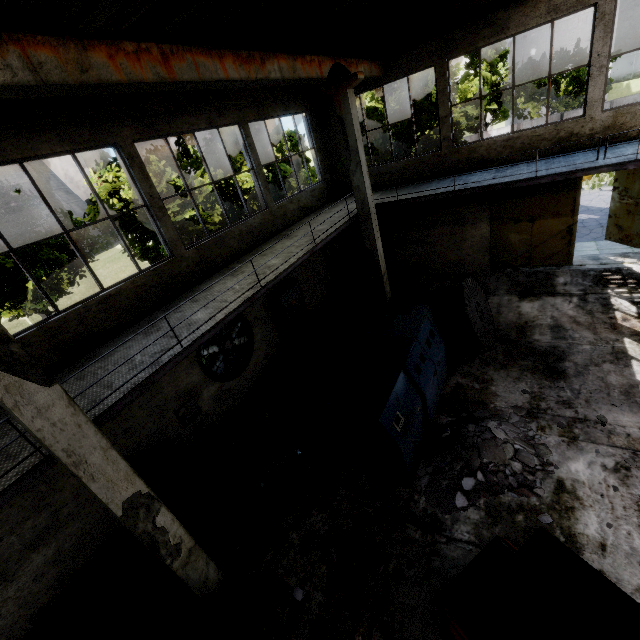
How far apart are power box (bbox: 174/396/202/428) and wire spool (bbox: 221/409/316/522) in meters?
1.9

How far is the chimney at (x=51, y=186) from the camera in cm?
5635

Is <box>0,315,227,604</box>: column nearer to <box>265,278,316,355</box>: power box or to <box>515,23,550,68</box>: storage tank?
<box>265,278,316,355</box>: power box

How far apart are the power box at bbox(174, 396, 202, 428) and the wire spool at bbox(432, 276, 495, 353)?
6.9m

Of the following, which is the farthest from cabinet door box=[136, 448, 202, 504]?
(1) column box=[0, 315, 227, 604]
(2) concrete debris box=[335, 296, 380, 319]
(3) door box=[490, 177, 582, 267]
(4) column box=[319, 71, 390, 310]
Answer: (3) door box=[490, 177, 582, 267]

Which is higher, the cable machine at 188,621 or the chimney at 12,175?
the chimney at 12,175

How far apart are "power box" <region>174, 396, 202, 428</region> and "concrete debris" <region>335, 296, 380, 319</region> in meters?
6.5 m

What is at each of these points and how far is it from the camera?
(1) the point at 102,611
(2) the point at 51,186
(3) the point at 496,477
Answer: (1) concrete debris, 6.0m
(2) chimney, 58.5m
(3) concrete debris, 6.2m
